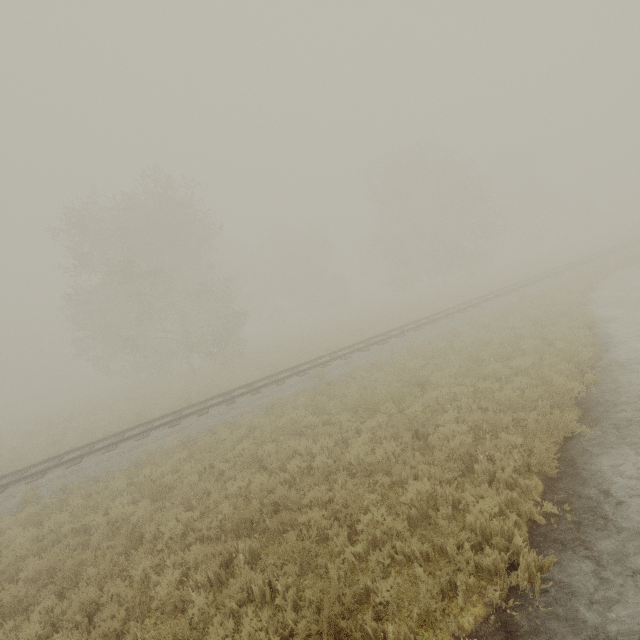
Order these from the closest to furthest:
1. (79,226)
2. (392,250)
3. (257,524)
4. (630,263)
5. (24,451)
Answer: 1. (257,524)
2. (24,451)
3. (630,263)
4. (79,226)
5. (392,250)
